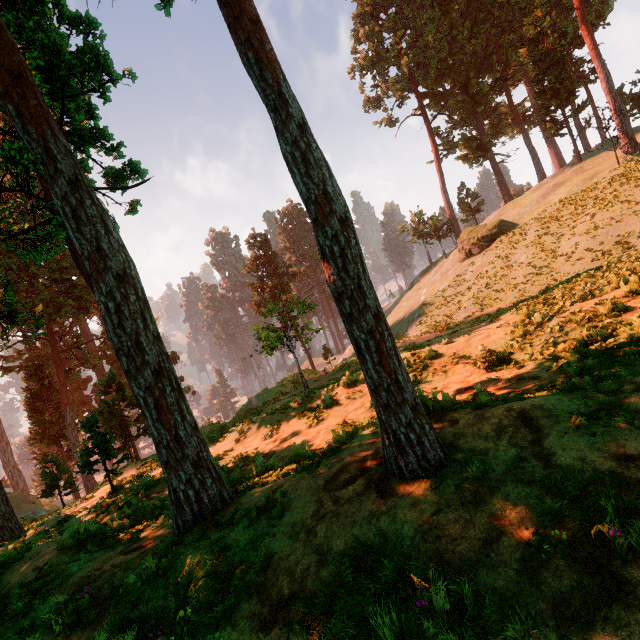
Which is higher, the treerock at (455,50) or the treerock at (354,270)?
the treerock at (455,50)

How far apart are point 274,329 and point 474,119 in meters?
51.2

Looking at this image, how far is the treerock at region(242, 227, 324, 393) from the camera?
23.1m

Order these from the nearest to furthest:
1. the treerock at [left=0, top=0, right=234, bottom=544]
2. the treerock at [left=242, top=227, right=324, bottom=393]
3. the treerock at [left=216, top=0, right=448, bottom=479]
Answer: the treerock at [left=216, top=0, right=448, bottom=479], the treerock at [left=0, top=0, right=234, bottom=544], the treerock at [left=242, top=227, right=324, bottom=393]

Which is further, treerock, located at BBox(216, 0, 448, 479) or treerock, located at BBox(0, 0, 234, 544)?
treerock, located at BBox(0, 0, 234, 544)

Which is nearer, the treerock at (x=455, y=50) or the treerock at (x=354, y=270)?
the treerock at (x=354, y=270)
